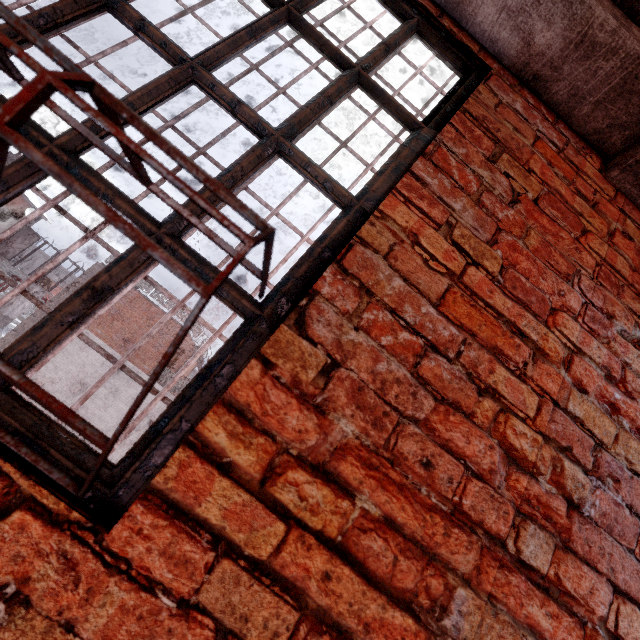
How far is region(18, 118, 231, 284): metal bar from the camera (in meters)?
0.77

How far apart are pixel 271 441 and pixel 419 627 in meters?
0.5 m

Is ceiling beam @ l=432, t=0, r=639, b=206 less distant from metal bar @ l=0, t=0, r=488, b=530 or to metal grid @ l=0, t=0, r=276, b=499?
metal bar @ l=0, t=0, r=488, b=530

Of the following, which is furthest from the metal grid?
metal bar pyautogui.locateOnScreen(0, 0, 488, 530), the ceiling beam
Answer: the ceiling beam

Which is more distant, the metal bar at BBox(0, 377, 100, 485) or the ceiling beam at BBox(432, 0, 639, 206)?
the ceiling beam at BBox(432, 0, 639, 206)

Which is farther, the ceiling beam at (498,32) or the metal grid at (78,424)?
the ceiling beam at (498,32)

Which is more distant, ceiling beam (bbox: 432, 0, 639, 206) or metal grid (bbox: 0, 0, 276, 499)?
ceiling beam (bbox: 432, 0, 639, 206)

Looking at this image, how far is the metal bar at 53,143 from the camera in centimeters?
77cm
